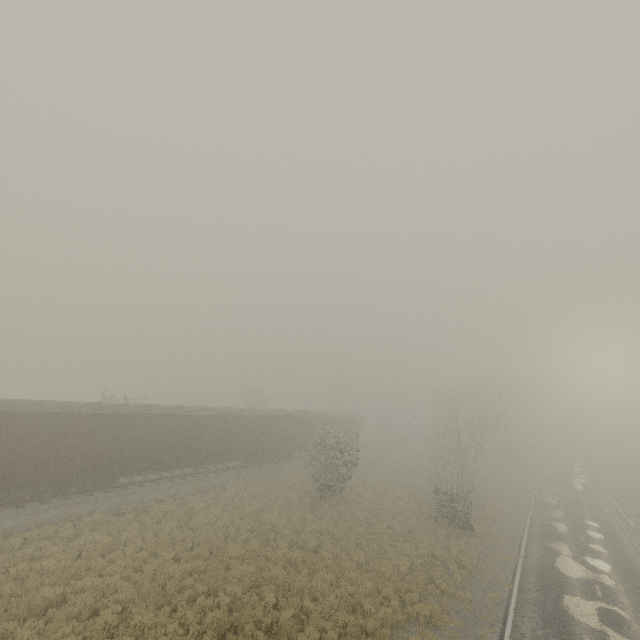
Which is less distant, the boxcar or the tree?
the boxcar

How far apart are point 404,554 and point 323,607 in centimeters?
742cm

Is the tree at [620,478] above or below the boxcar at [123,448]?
below

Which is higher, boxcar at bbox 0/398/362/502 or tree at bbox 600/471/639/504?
boxcar at bbox 0/398/362/502

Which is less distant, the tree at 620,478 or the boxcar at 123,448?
the boxcar at 123,448
